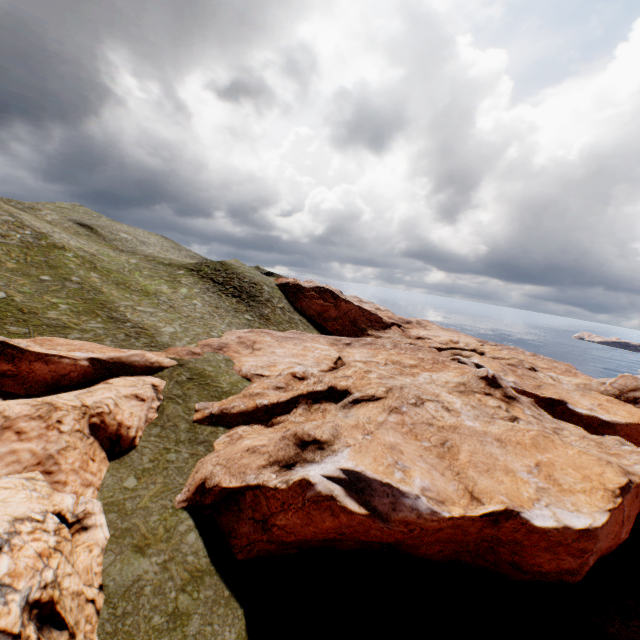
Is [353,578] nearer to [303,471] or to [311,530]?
[311,530]
